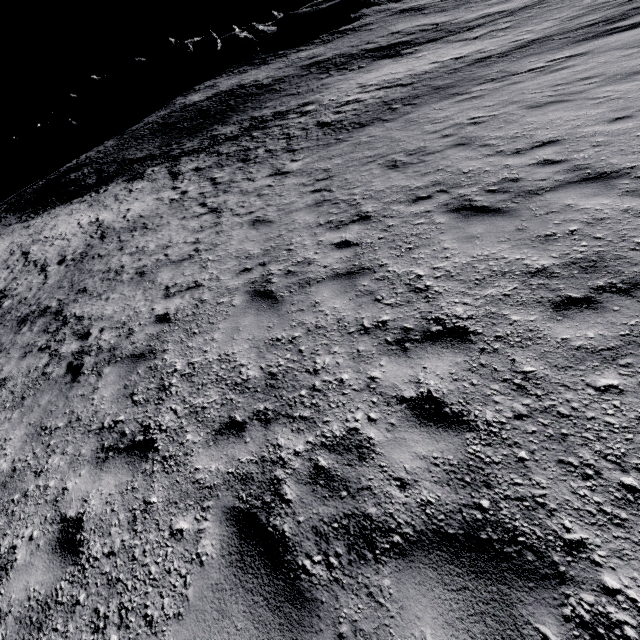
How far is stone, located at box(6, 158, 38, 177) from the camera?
49.28m

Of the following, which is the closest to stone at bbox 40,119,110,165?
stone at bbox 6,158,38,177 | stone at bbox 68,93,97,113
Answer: stone at bbox 6,158,38,177

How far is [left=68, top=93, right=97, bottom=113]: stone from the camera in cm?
5803

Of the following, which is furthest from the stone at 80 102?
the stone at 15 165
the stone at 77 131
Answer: the stone at 15 165

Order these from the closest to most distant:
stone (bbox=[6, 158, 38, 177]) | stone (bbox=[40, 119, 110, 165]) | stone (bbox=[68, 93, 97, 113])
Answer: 1. stone (bbox=[40, 119, 110, 165])
2. stone (bbox=[6, 158, 38, 177])
3. stone (bbox=[68, 93, 97, 113])

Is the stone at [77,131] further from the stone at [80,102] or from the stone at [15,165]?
the stone at [80,102]

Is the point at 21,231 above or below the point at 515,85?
above

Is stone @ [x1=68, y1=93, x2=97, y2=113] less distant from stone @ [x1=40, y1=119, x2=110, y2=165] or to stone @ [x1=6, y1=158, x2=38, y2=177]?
stone @ [x1=40, y1=119, x2=110, y2=165]
